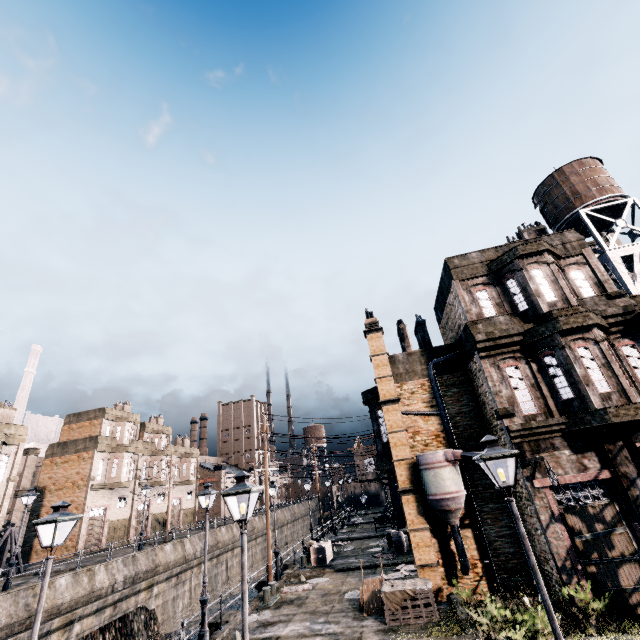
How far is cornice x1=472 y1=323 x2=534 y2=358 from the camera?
15.7 meters

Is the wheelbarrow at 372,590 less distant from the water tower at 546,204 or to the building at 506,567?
the building at 506,567

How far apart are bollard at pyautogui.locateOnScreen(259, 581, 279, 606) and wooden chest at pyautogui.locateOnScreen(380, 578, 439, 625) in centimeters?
670cm

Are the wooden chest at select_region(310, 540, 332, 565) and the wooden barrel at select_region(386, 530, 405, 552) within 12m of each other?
yes

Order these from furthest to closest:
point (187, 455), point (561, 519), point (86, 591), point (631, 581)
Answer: point (187, 455) → point (86, 591) → point (561, 519) → point (631, 581)

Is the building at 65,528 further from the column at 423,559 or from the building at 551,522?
the column at 423,559

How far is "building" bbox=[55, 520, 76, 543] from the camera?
35.62m

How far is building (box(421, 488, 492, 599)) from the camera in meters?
14.8
